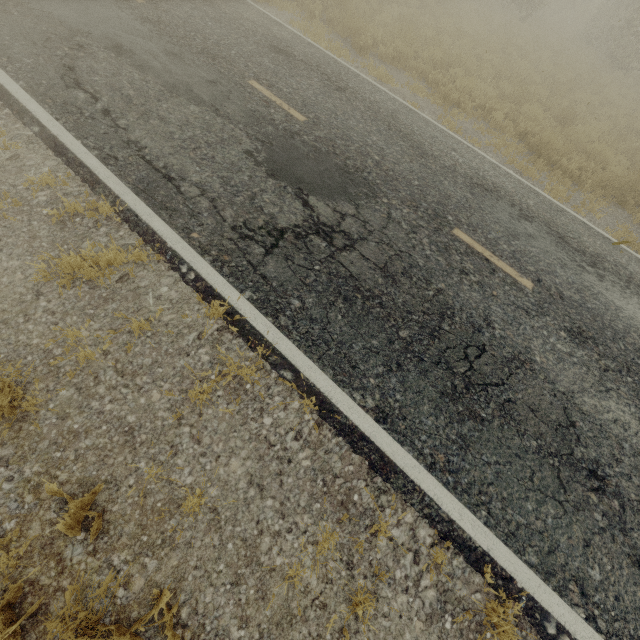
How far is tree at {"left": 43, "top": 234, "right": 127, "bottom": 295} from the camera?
3.40m

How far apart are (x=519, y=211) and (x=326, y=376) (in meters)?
5.58

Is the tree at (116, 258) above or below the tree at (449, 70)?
below

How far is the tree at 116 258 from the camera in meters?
3.4

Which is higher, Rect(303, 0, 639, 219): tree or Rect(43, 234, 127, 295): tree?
Rect(303, 0, 639, 219): tree

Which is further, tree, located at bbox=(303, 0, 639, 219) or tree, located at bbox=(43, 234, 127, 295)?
tree, located at bbox=(303, 0, 639, 219)
